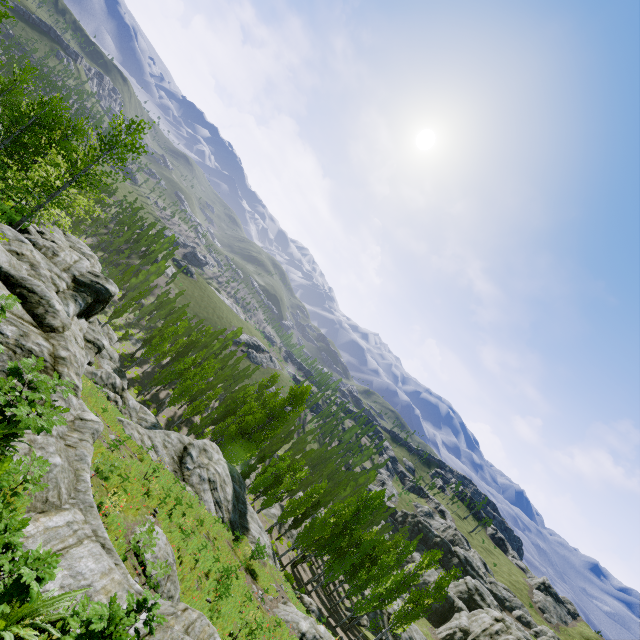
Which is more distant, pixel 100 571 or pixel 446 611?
pixel 446 611

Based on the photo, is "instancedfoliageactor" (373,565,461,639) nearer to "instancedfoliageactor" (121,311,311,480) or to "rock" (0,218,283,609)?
"instancedfoliageactor" (121,311,311,480)

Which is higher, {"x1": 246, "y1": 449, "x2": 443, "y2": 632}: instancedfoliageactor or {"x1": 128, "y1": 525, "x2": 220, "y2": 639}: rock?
{"x1": 128, "y1": 525, "x2": 220, "y2": 639}: rock

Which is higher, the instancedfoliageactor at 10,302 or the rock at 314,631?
the instancedfoliageactor at 10,302

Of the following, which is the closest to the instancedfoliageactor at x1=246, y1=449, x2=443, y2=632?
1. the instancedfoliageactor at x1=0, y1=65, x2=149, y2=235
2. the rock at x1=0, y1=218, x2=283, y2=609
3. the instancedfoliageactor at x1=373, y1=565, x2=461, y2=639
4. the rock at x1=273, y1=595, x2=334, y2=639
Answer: the rock at x1=0, y1=218, x2=283, y2=609

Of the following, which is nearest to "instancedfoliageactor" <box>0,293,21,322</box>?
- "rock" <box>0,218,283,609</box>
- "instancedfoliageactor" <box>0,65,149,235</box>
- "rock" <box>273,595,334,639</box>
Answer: "rock" <box>0,218,283,609</box>

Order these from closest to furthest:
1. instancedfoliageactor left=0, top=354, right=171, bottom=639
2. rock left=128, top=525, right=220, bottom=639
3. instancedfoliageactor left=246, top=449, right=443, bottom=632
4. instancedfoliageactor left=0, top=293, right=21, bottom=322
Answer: instancedfoliageactor left=0, top=354, right=171, bottom=639
rock left=128, top=525, right=220, bottom=639
instancedfoliageactor left=0, top=293, right=21, bottom=322
instancedfoliageactor left=246, top=449, right=443, bottom=632

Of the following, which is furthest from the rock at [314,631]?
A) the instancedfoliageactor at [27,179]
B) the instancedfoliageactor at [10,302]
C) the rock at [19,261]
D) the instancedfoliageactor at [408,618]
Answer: the instancedfoliageactor at [27,179]
